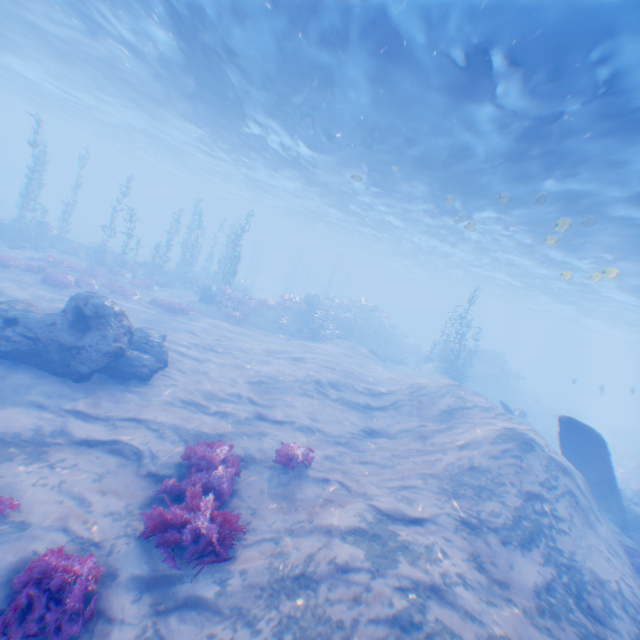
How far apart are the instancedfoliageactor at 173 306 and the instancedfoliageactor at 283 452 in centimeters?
1394cm

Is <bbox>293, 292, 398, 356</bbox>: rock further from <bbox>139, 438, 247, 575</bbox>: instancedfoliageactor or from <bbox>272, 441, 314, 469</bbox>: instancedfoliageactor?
<bbox>139, 438, 247, 575</bbox>: instancedfoliageactor

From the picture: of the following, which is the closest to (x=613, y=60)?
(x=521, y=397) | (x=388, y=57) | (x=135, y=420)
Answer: (x=388, y=57)

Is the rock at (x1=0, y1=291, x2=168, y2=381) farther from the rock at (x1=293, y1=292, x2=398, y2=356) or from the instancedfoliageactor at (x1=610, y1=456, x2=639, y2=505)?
the rock at (x1=293, y1=292, x2=398, y2=356)

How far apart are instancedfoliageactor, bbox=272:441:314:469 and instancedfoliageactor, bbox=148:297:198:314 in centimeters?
1394cm

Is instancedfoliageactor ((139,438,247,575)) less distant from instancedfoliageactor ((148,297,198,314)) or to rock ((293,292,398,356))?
instancedfoliageactor ((148,297,198,314))

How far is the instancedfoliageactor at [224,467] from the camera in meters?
5.6 m

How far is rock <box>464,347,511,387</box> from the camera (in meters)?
32.16
